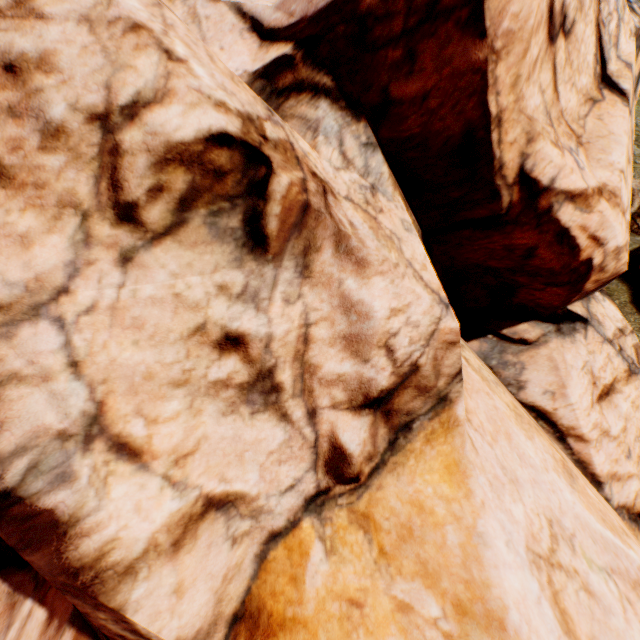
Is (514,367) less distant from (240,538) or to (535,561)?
(535,561)
